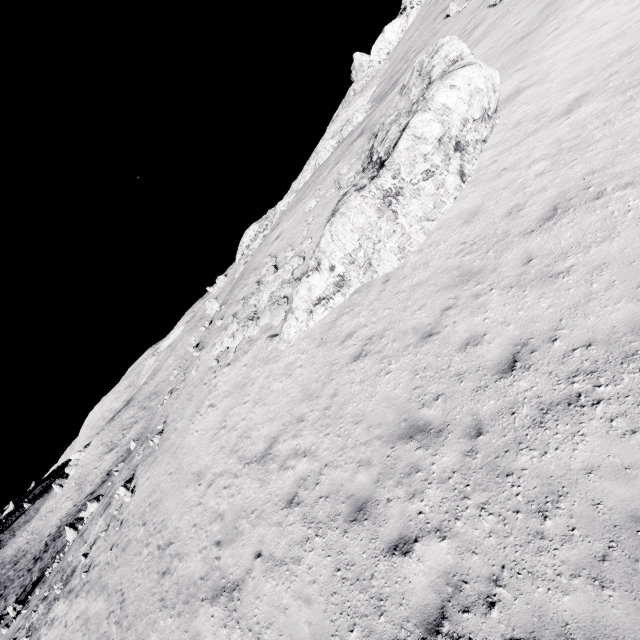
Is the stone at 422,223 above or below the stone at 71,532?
above

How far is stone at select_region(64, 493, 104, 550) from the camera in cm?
2894

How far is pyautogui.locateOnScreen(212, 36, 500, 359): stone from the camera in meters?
10.0 m

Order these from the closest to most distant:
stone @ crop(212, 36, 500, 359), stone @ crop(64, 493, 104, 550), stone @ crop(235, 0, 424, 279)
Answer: stone @ crop(212, 36, 500, 359) < stone @ crop(235, 0, 424, 279) < stone @ crop(64, 493, 104, 550)

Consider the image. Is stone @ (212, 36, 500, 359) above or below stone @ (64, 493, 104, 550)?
above

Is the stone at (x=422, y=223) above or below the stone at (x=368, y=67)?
below

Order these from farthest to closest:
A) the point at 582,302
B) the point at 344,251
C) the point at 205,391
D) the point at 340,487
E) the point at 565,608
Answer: the point at 205,391 < the point at 344,251 < the point at 340,487 < the point at 582,302 < the point at 565,608

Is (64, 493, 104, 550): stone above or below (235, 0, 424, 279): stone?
below
